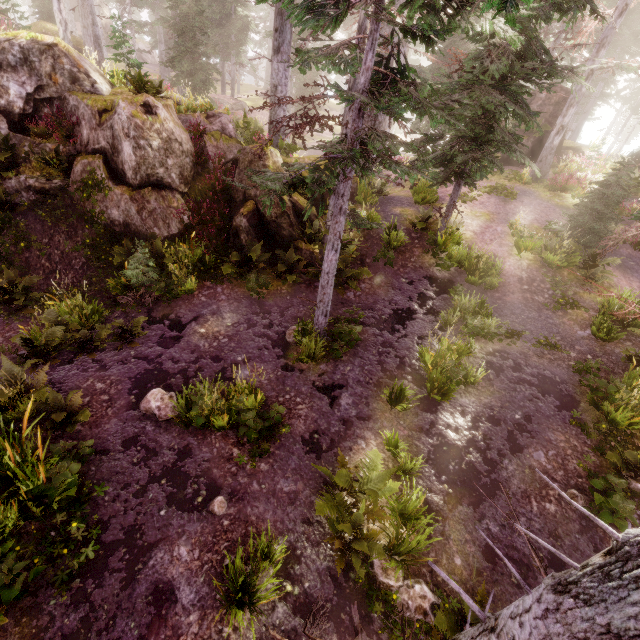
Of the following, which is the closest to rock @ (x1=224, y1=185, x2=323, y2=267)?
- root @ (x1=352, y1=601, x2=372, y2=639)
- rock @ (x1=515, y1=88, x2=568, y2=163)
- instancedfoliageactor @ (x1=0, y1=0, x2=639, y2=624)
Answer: instancedfoliageactor @ (x1=0, y1=0, x2=639, y2=624)

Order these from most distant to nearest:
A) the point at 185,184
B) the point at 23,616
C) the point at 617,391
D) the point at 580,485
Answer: the point at 185,184 → the point at 617,391 → the point at 580,485 → the point at 23,616

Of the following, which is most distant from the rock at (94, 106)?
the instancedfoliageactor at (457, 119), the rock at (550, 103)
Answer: the rock at (550, 103)

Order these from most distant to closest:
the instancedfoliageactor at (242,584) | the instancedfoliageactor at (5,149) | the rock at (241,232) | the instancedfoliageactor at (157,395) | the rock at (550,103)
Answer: the rock at (550,103), the rock at (241,232), the instancedfoliageactor at (5,149), the instancedfoliageactor at (157,395), the instancedfoliageactor at (242,584)

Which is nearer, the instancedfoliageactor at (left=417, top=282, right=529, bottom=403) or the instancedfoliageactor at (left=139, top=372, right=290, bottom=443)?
the instancedfoliageactor at (left=139, top=372, right=290, bottom=443)

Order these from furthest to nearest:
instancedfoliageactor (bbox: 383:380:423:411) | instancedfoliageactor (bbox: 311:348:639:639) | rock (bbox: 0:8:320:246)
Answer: rock (bbox: 0:8:320:246), instancedfoliageactor (bbox: 383:380:423:411), instancedfoliageactor (bbox: 311:348:639:639)

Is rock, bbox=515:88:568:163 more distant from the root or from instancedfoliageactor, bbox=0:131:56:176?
the root

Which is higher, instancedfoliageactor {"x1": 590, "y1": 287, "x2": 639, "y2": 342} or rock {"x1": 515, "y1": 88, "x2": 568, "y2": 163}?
rock {"x1": 515, "y1": 88, "x2": 568, "y2": 163}
